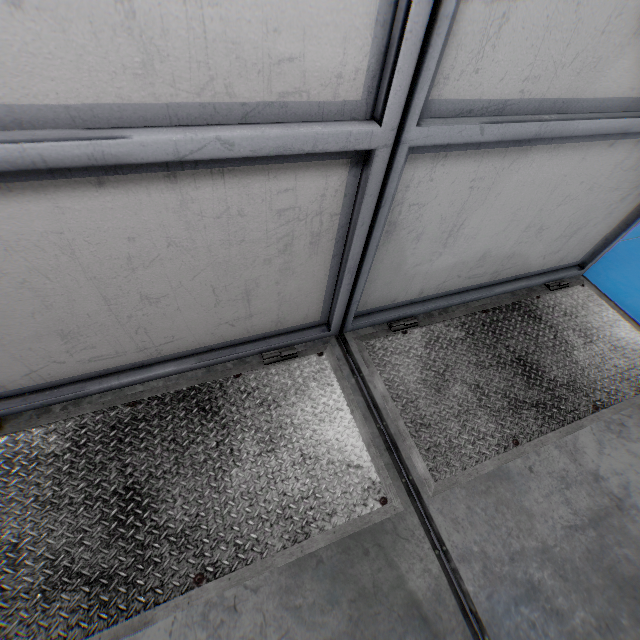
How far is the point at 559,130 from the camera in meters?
1.2 m
